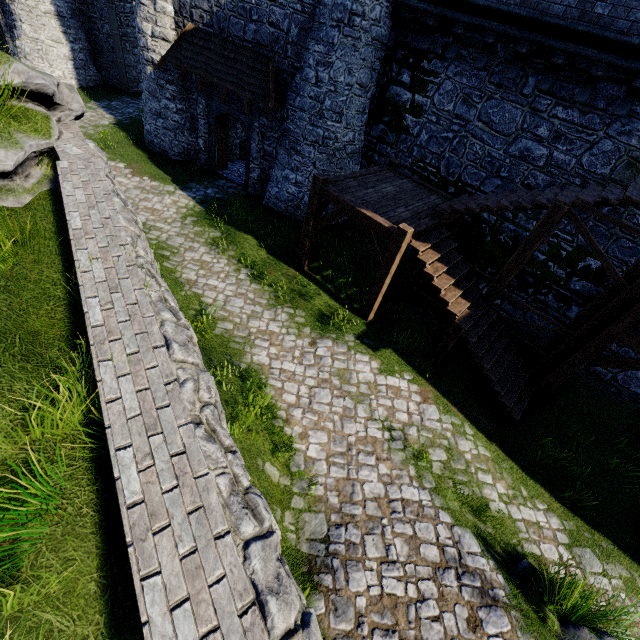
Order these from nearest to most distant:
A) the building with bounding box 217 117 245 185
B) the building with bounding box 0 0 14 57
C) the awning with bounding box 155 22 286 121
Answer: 1. the awning with bounding box 155 22 286 121
2. the building with bounding box 217 117 245 185
3. the building with bounding box 0 0 14 57

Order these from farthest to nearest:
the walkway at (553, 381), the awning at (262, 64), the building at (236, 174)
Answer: the building at (236, 174) < the awning at (262, 64) < the walkway at (553, 381)

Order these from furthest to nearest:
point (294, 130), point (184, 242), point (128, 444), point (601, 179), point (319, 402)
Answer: point (294, 130) → point (184, 242) → point (601, 179) → point (319, 402) → point (128, 444)

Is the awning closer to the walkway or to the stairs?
the stairs

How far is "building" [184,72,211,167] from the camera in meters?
14.0

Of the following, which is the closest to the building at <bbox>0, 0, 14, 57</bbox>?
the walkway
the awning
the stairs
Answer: the awning

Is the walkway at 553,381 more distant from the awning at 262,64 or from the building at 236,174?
the awning at 262,64

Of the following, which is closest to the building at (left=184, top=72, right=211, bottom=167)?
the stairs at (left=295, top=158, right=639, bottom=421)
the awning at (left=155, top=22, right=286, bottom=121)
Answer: the awning at (left=155, top=22, right=286, bottom=121)
